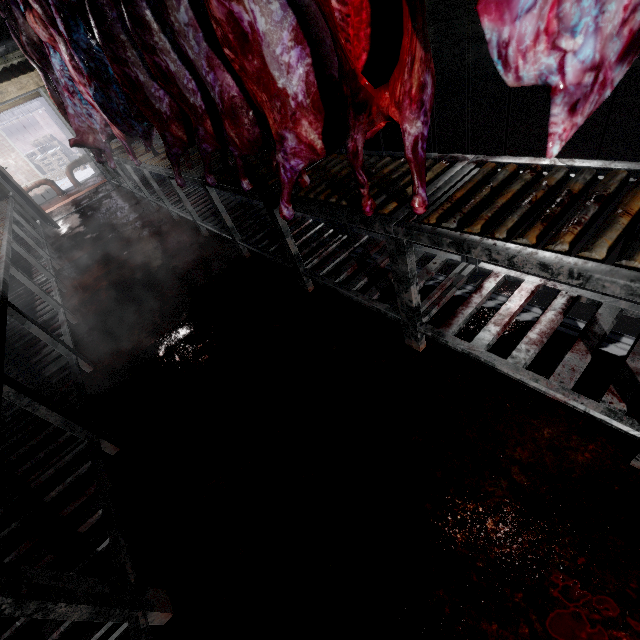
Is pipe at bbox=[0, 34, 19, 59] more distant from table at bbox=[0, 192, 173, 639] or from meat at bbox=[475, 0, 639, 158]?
table at bbox=[0, 192, 173, 639]

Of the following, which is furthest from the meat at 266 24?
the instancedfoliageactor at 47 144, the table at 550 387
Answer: the instancedfoliageactor at 47 144

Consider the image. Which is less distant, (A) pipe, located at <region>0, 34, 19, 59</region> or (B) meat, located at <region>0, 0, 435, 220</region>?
(B) meat, located at <region>0, 0, 435, 220</region>

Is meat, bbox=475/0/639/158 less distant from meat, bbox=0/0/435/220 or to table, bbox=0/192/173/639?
meat, bbox=0/0/435/220

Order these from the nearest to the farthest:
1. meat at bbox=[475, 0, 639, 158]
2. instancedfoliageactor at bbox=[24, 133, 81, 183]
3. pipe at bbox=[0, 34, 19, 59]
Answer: meat at bbox=[475, 0, 639, 158] → pipe at bbox=[0, 34, 19, 59] → instancedfoliageactor at bbox=[24, 133, 81, 183]

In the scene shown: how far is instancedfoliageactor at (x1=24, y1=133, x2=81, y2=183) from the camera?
12.6 meters

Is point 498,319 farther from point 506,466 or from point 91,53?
point 91,53

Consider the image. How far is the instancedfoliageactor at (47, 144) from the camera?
12.6 meters
